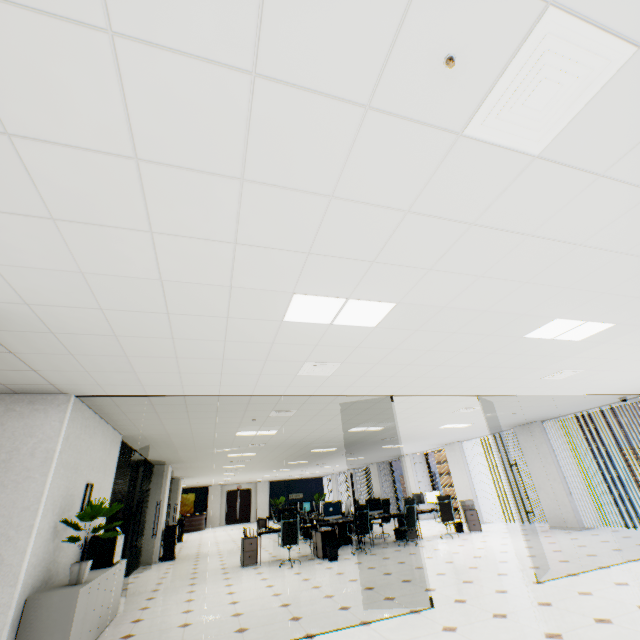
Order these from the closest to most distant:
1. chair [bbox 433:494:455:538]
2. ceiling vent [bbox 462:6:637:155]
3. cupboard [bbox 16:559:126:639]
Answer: ceiling vent [bbox 462:6:637:155] < cupboard [bbox 16:559:126:639] < chair [bbox 433:494:455:538]

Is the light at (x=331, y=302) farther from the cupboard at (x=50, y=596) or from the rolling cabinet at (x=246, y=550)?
the rolling cabinet at (x=246, y=550)

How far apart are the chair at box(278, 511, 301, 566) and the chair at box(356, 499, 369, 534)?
1.5m

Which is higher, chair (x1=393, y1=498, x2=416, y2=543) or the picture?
the picture

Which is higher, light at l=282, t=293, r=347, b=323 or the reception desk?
light at l=282, t=293, r=347, b=323

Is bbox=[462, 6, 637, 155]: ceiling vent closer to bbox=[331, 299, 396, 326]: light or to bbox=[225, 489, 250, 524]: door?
bbox=[331, 299, 396, 326]: light

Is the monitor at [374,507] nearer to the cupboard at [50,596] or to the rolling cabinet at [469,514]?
the rolling cabinet at [469,514]

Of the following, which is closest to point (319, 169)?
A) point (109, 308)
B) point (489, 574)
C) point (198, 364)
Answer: point (109, 308)
